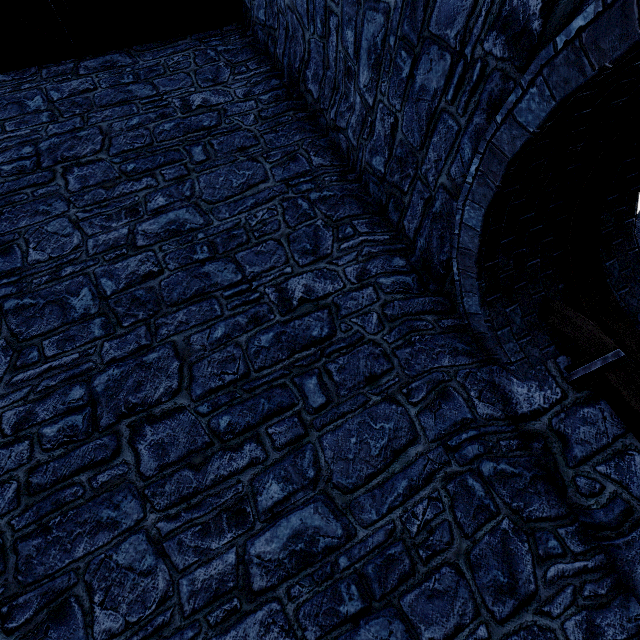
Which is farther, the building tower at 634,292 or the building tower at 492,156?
the building tower at 634,292

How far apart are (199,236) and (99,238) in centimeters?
112cm

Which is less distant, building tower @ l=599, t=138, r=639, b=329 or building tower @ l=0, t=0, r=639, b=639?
building tower @ l=0, t=0, r=639, b=639
